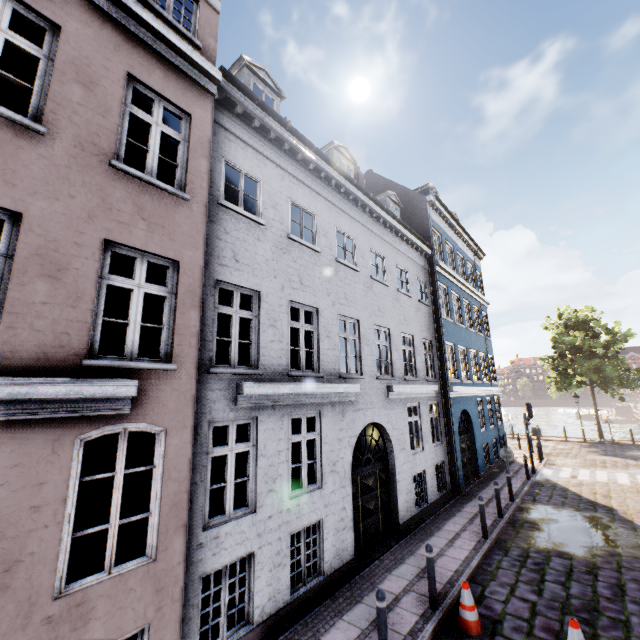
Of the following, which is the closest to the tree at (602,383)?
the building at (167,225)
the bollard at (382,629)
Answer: the building at (167,225)

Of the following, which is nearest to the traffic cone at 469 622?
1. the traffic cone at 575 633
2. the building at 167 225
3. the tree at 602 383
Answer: the traffic cone at 575 633

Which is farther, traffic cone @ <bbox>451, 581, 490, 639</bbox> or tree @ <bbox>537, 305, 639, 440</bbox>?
tree @ <bbox>537, 305, 639, 440</bbox>

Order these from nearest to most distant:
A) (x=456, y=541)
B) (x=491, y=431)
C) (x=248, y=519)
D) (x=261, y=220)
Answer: (x=248, y=519), (x=261, y=220), (x=456, y=541), (x=491, y=431)

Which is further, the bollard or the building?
the bollard

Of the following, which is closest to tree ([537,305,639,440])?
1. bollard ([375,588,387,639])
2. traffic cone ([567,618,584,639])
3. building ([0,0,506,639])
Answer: building ([0,0,506,639])

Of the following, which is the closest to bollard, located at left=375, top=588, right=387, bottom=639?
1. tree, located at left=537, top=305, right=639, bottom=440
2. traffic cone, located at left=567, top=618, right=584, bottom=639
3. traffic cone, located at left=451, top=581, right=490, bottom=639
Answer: traffic cone, located at left=451, top=581, right=490, bottom=639

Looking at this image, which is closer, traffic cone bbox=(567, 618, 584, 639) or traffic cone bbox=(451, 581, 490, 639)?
traffic cone bbox=(567, 618, 584, 639)
